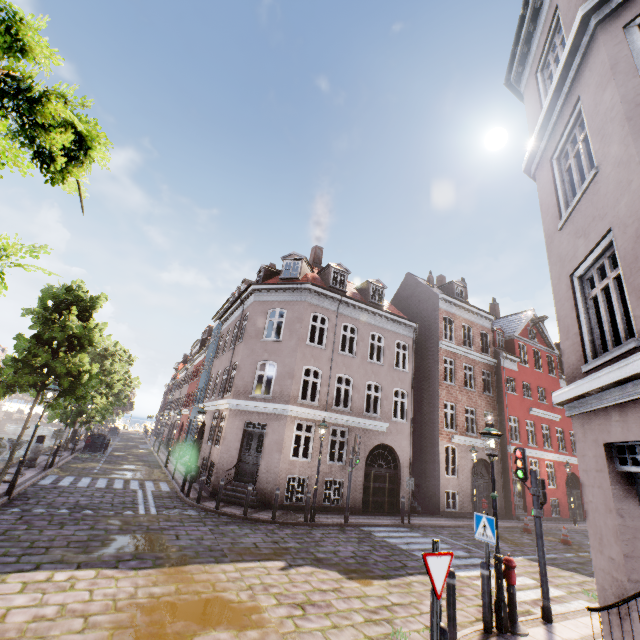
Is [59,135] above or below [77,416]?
above

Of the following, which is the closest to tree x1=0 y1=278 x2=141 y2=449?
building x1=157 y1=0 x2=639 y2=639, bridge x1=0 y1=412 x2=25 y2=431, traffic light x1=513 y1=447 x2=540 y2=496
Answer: bridge x1=0 y1=412 x2=25 y2=431

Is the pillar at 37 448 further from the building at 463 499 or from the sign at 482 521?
the sign at 482 521

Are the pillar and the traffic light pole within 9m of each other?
no

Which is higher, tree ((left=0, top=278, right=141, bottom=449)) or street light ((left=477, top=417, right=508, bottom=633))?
tree ((left=0, top=278, right=141, bottom=449))

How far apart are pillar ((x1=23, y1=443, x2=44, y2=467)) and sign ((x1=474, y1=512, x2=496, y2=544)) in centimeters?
2001cm

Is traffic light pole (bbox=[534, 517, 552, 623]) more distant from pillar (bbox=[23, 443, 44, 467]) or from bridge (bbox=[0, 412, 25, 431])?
bridge (bbox=[0, 412, 25, 431])

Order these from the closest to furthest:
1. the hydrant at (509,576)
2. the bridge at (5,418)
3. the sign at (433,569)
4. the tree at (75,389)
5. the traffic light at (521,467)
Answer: the sign at (433,569)
the hydrant at (509,576)
the traffic light at (521,467)
the tree at (75,389)
the bridge at (5,418)
